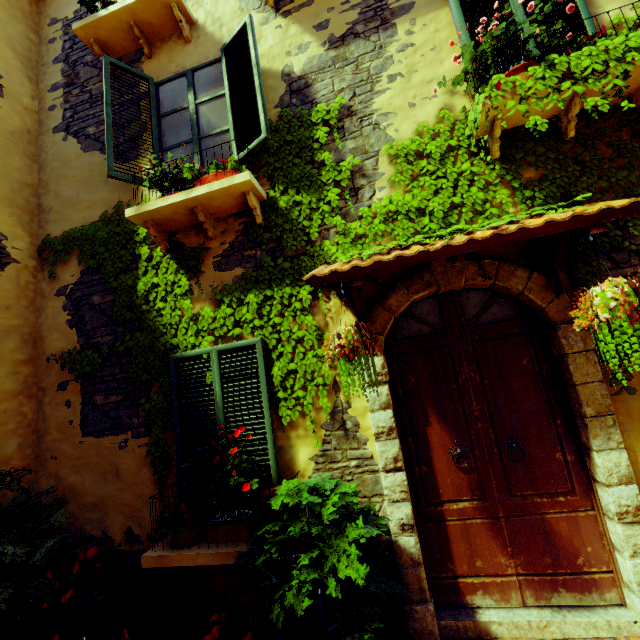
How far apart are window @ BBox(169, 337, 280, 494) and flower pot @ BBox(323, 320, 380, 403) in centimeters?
95cm

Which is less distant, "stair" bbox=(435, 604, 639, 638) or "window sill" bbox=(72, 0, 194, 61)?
"stair" bbox=(435, 604, 639, 638)

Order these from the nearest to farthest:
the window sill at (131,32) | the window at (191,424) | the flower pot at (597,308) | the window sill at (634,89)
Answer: the flower pot at (597,308)
the window sill at (634,89)
the window at (191,424)
the window sill at (131,32)

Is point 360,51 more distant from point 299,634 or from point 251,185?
point 299,634

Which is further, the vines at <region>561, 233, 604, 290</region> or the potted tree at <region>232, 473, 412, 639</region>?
the vines at <region>561, 233, 604, 290</region>

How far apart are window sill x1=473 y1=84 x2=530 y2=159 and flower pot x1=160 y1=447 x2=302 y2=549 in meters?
4.2 m

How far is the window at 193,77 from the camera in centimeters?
365cm

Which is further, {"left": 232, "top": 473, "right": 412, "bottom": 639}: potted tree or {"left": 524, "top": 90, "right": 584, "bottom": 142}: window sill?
{"left": 524, "top": 90, "right": 584, "bottom": 142}: window sill
